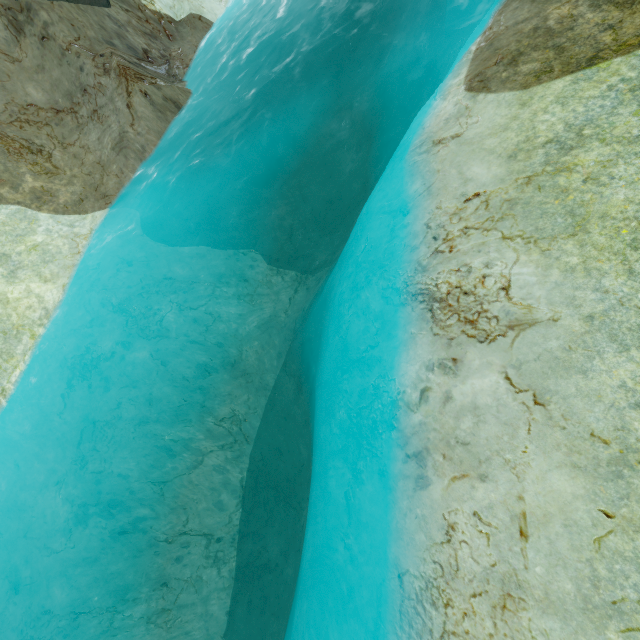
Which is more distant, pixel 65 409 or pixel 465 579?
pixel 65 409
